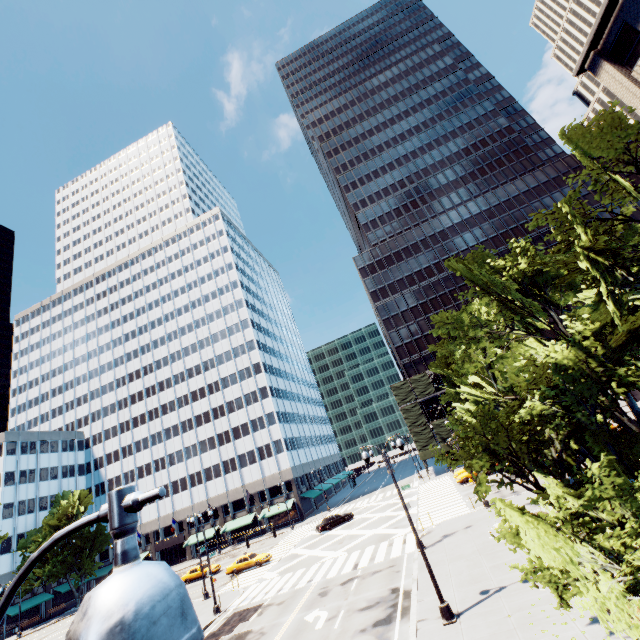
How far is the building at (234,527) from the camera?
57.5m

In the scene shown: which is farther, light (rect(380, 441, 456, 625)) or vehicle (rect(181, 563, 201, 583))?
vehicle (rect(181, 563, 201, 583))

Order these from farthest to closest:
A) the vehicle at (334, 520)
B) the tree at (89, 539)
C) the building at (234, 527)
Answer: the building at (234, 527)
the tree at (89, 539)
the vehicle at (334, 520)

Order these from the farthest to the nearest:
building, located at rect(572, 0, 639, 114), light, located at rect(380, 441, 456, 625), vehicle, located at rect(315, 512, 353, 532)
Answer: vehicle, located at rect(315, 512, 353, 532) < building, located at rect(572, 0, 639, 114) < light, located at rect(380, 441, 456, 625)

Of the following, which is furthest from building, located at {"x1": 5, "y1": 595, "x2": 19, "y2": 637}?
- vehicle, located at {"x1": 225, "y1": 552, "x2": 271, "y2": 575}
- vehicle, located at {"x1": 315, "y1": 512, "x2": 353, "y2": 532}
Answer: vehicle, located at {"x1": 225, "y1": 552, "x2": 271, "y2": 575}

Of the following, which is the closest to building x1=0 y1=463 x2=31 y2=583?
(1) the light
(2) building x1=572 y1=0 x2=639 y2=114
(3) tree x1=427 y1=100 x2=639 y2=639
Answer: (3) tree x1=427 y1=100 x2=639 y2=639

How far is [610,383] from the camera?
9.33m

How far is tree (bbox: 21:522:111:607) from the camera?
52.6 meters
